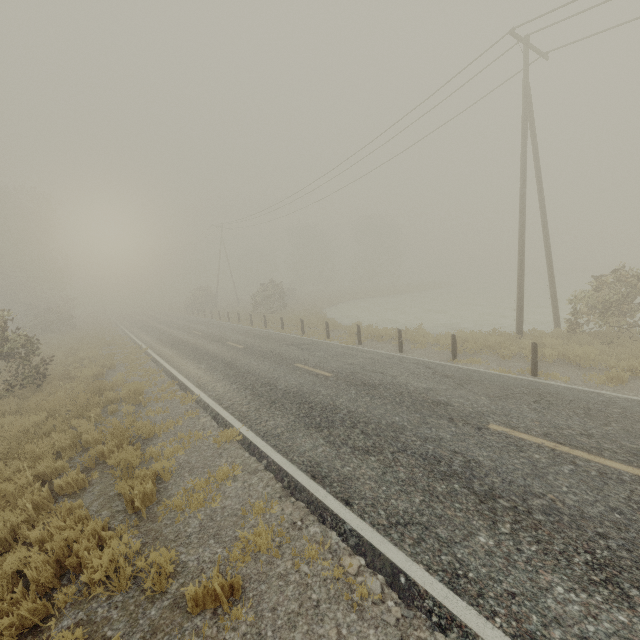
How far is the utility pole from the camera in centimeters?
1291cm

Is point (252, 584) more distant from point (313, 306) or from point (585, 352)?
point (313, 306)

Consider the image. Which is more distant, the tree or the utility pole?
the tree

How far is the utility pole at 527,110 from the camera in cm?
1291

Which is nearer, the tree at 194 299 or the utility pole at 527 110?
the utility pole at 527 110

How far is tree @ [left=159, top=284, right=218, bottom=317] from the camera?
42.88m

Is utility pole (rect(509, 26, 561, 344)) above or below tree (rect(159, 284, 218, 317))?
above
